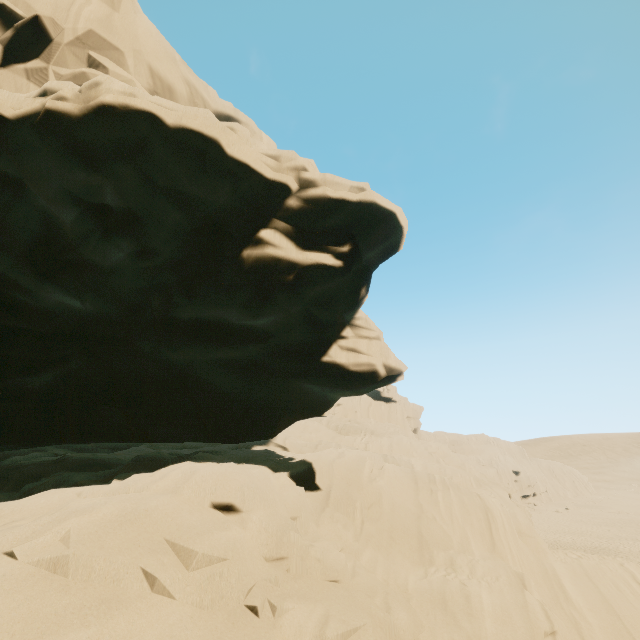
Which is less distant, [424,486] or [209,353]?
[209,353]
